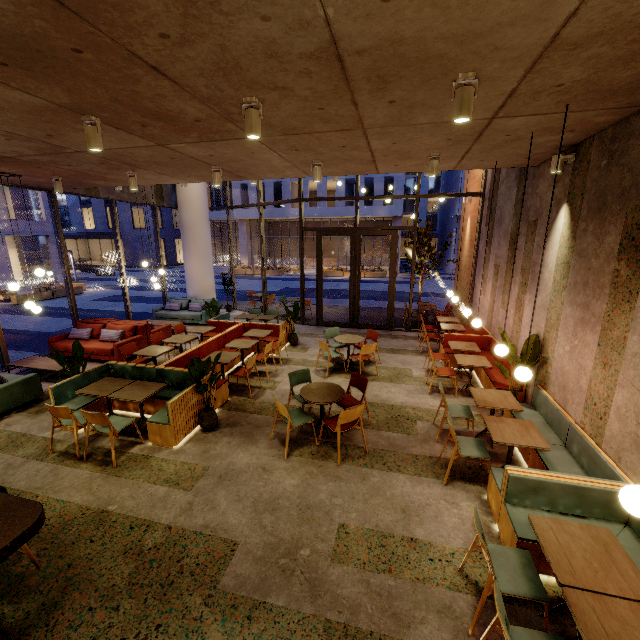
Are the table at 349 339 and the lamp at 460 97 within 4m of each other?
no

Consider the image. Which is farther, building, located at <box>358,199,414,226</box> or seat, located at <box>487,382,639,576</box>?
building, located at <box>358,199,414,226</box>

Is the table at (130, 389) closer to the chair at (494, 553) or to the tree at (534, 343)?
the chair at (494, 553)

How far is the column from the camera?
12.88m

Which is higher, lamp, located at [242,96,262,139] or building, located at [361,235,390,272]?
lamp, located at [242,96,262,139]

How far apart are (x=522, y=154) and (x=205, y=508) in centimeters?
713cm

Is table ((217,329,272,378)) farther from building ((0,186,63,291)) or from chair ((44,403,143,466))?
building ((0,186,63,291))

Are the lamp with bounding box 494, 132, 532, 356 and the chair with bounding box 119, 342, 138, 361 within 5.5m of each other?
no
